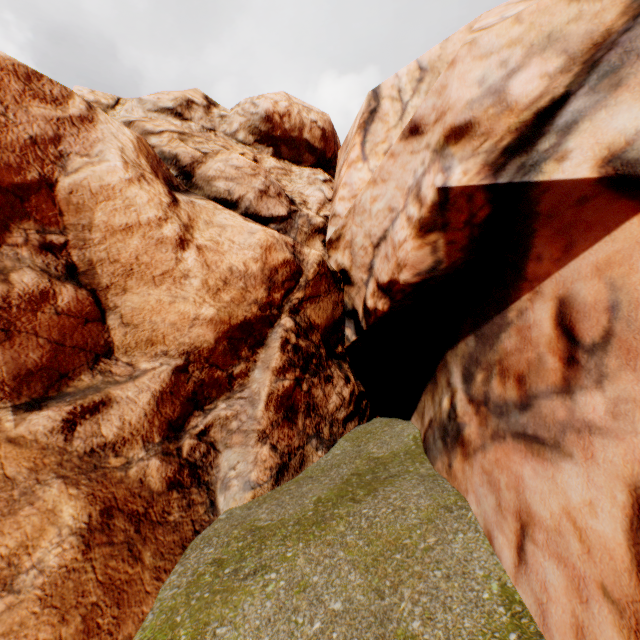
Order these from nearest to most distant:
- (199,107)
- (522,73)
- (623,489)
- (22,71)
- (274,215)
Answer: (623,489) < (522,73) < (22,71) < (274,215) < (199,107)
